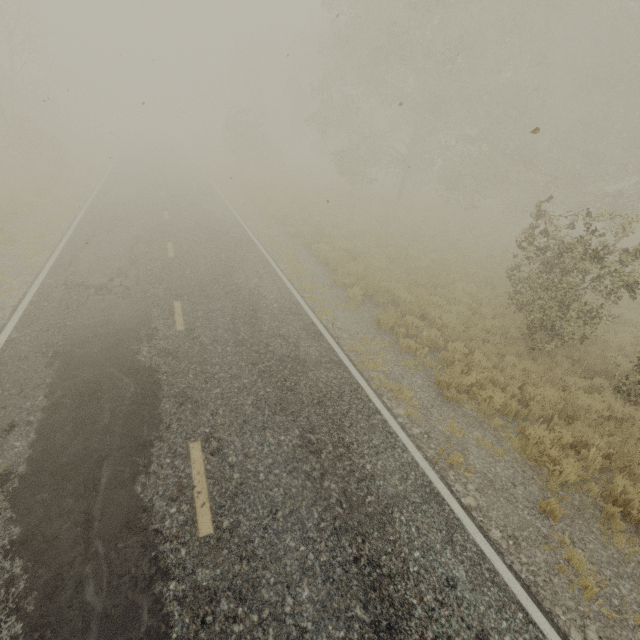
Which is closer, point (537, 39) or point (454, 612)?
point (454, 612)

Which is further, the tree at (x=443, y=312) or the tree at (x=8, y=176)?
the tree at (x=8, y=176)

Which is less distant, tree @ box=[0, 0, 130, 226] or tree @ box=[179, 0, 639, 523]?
tree @ box=[179, 0, 639, 523]
